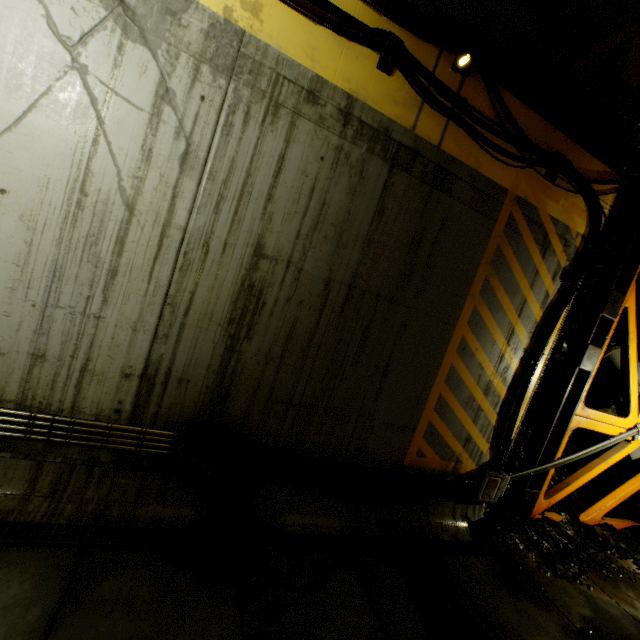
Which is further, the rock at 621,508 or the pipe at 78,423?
the rock at 621,508

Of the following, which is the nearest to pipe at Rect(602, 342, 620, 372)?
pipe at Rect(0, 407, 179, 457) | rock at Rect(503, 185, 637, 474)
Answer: rock at Rect(503, 185, 637, 474)

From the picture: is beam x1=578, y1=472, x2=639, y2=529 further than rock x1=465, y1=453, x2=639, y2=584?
Yes

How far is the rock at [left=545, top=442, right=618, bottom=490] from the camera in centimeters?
764cm

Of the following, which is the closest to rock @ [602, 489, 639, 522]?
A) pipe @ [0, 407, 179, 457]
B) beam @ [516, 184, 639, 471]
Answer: beam @ [516, 184, 639, 471]

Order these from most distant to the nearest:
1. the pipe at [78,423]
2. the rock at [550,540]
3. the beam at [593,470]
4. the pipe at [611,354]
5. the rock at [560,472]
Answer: the pipe at [611,354]
the rock at [560,472]
the beam at [593,470]
the rock at [550,540]
the pipe at [78,423]

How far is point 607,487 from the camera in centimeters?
838cm

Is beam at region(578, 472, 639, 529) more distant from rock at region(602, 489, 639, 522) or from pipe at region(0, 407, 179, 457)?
pipe at region(0, 407, 179, 457)
